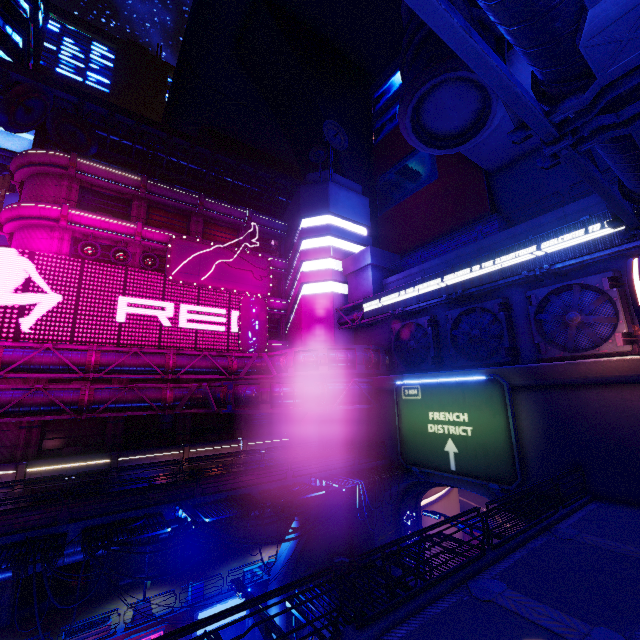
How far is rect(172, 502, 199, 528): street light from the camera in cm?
1262

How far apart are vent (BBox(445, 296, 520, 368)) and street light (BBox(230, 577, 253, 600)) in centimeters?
1783cm

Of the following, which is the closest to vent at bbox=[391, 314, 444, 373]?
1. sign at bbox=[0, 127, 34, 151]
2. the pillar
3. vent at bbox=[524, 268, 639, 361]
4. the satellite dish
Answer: the pillar

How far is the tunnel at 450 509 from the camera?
24.53m

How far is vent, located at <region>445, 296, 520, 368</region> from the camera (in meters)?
19.73

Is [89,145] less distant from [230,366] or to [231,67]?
[230,366]

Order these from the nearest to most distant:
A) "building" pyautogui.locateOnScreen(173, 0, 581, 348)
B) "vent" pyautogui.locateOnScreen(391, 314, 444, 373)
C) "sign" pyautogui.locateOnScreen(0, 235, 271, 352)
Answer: "building" pyautogui.locateOnScreen(173, 0, 581, 348) < "sign" pyautogui.locateOnScreen(0, 235, 271, 352) < "vent" pyautogui.locateOnScreen(391, 314, 444, 373)

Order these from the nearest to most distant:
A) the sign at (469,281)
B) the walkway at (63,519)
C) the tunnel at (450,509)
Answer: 1. the walkway at (63,519)
2. the sign at (469,281)
3. the tunnel at (450,509)
